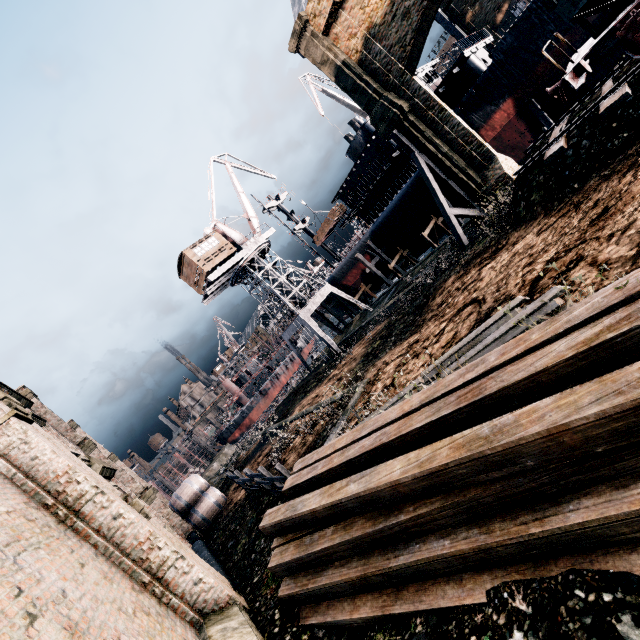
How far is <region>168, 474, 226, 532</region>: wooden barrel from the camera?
19.4m

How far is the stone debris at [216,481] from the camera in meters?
27.3

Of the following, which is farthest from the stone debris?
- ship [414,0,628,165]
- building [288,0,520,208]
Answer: ship [414,0,628,165]

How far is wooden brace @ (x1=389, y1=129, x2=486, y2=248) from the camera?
20.50m

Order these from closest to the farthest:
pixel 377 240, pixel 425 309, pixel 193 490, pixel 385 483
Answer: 1. pixel 385 483
2. pixel 425 309
3. pixel 193 490
4. pixel 377 240

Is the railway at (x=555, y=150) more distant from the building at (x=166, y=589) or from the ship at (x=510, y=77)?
the ship at (x=510, y=77)

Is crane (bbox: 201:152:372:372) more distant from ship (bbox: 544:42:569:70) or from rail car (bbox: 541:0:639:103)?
rail car (bbox: 541:0:639:103)

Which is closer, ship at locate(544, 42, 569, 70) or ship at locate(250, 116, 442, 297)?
ship at locate(544, 42, 569, 70)
